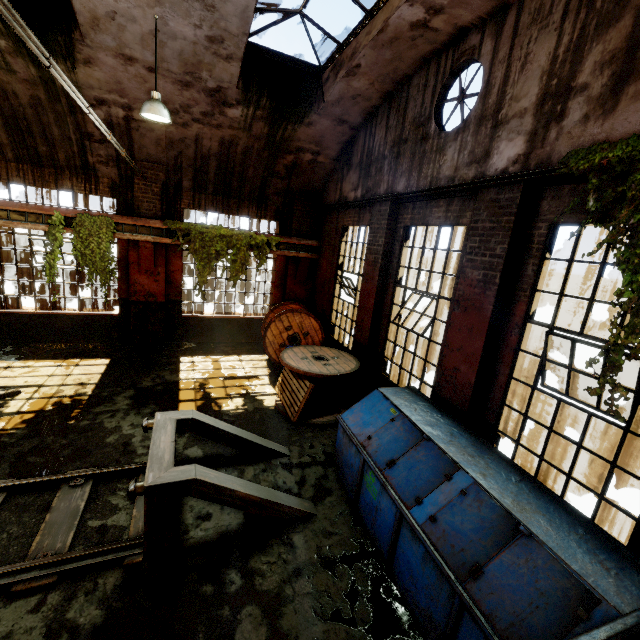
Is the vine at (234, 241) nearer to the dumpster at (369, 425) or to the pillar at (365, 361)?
the pillar at (365, 361)

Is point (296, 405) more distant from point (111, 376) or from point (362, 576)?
point (111, 376)

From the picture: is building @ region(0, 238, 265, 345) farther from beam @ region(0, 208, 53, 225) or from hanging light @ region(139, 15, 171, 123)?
hanging light @ region(139, 15, 171, 123)

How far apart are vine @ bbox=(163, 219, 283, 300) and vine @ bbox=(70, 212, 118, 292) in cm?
122

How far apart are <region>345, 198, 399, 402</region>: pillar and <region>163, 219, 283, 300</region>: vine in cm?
385

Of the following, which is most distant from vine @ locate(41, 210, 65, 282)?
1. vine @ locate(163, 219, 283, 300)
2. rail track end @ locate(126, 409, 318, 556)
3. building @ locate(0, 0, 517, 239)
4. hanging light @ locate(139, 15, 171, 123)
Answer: rail track end @ locate(126, 409, 318, 556)

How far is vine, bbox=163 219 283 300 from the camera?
9.7 meters

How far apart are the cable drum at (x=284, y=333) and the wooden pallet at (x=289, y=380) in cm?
1
